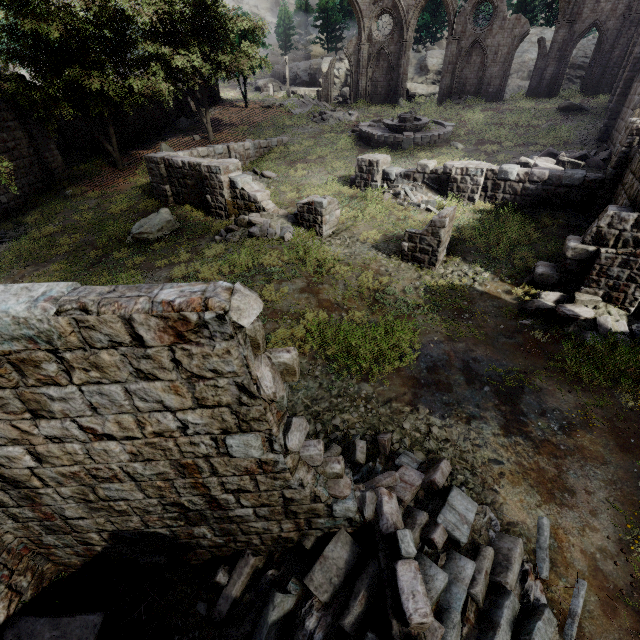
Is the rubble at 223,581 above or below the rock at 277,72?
below

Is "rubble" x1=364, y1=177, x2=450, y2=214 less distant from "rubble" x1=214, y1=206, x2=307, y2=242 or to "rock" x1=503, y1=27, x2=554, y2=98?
"rubble" x1=214, y1=206, x2=307, y2=242

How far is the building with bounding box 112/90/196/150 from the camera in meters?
25.5

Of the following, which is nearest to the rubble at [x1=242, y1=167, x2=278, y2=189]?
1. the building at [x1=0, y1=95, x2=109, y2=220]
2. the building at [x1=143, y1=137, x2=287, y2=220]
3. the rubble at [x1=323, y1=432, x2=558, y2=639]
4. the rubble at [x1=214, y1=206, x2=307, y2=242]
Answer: the building at [x1=143, y1=137, x2=287, y2=220]

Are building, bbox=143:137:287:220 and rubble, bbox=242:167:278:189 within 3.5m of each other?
yes

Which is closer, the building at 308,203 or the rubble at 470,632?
the rubble at 470,632

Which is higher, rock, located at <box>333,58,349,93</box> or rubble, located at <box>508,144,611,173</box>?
rock, located at <box>333,58,349,93</box>

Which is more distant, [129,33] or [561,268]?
[129,33]
